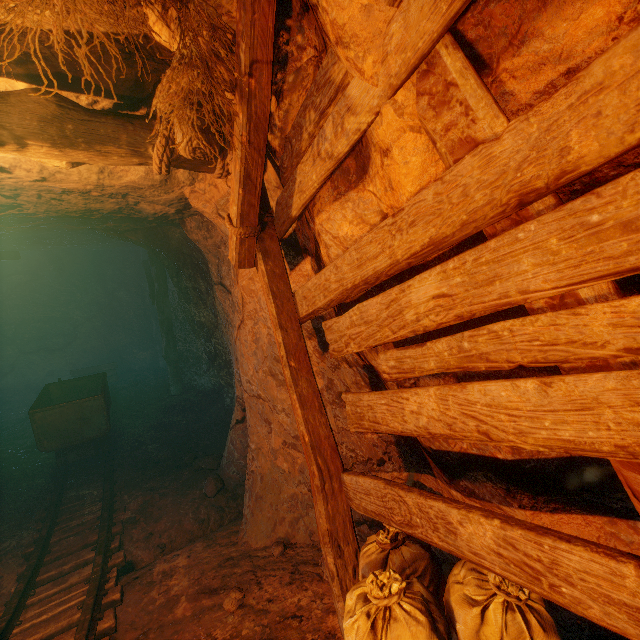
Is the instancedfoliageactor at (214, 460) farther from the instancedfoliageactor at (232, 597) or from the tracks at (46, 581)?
the instancedfoliageactor at (232, 597)

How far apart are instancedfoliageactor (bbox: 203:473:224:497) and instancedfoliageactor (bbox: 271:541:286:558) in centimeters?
192cm

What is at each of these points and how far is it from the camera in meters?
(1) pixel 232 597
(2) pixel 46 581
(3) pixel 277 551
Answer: (1) instancedfoliageactor, 2.7
(2) tracks, 3.7
(3) instancedfoliageactor, 3.2

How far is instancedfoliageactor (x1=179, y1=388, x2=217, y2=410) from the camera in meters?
8.4 m

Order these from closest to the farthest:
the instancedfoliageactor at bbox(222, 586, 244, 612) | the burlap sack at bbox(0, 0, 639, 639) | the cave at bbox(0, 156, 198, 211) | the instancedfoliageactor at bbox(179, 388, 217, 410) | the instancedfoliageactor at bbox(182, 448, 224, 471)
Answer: the burlap sack at bbox(0, 0, 639, 639) → the instancedfoliageactor at bbox(222, 586, 244, 612) → the cave at bbox(0, 156, 198, 211) → the instancedfoliageactor at bbox(182, 448, 224, 471) → the instancedfoliageactor at bbox(179, 388, 217, 410)

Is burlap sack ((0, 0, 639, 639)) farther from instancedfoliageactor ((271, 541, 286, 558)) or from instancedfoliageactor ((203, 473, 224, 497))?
instancedfoliageactor ((203, 473, 224, 497))

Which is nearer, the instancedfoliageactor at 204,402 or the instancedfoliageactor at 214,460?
the instancedfoliageactor at 214,460

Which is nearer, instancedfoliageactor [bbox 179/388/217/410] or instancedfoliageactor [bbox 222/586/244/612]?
instancedfoliageactor [bbox 222/586/244/612]
